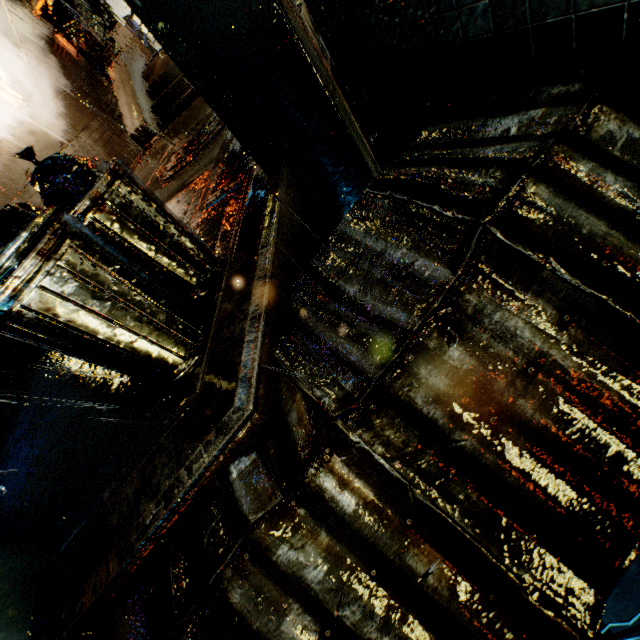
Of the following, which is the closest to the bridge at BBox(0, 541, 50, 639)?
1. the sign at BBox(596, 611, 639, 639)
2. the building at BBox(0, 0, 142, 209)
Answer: the building at BBox(0, 0, 142, 209)

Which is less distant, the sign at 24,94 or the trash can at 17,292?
the trash can at 17,292

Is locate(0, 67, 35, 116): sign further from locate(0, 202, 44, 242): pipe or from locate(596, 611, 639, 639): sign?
locate(596, 611, 639, 639): sign

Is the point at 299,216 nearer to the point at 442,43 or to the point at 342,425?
the point at 442,43

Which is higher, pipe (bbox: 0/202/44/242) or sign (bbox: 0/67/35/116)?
sign (bbox: 0/67/35/116)

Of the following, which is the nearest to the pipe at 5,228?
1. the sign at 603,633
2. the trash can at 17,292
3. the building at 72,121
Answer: the building at 72,121

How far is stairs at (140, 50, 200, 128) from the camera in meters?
10.7

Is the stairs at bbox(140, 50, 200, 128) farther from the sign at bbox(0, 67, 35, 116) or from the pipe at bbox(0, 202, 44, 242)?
the pipe at bbox(0, 202, 44, 242)
